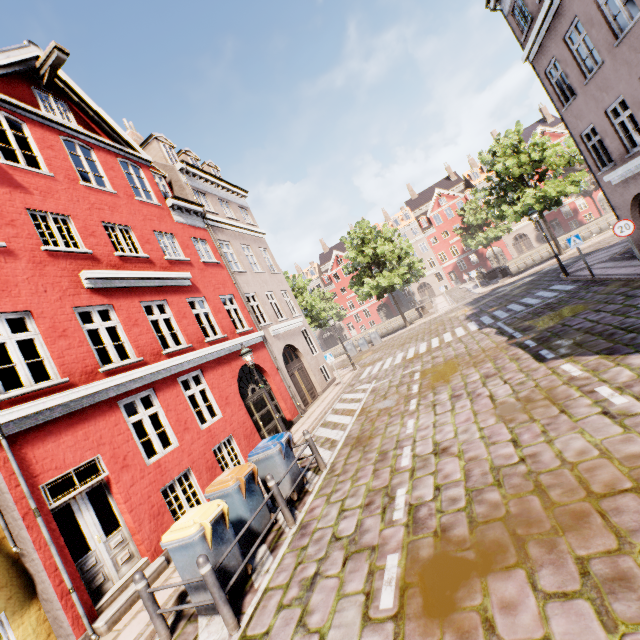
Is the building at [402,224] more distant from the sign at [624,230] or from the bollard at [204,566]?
the bollard at [204,566]

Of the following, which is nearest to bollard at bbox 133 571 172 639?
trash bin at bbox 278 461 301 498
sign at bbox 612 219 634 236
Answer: trash bin at bbox 278 461 301 498

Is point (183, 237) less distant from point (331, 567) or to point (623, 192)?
point (331, 567)

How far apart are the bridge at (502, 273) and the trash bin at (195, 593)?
32.6m

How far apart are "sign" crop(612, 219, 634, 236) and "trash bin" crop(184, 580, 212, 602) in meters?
13.2

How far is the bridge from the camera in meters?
27.1

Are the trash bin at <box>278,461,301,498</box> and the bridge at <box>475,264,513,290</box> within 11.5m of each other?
no

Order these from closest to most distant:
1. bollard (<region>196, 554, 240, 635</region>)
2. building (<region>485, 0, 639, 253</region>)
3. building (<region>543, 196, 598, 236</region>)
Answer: bollard (<region>196, 554, 240, 635</region>), building (<region>485, 0, 639, 253</region>), building (<region>543, 196, 598, 236</region>)
